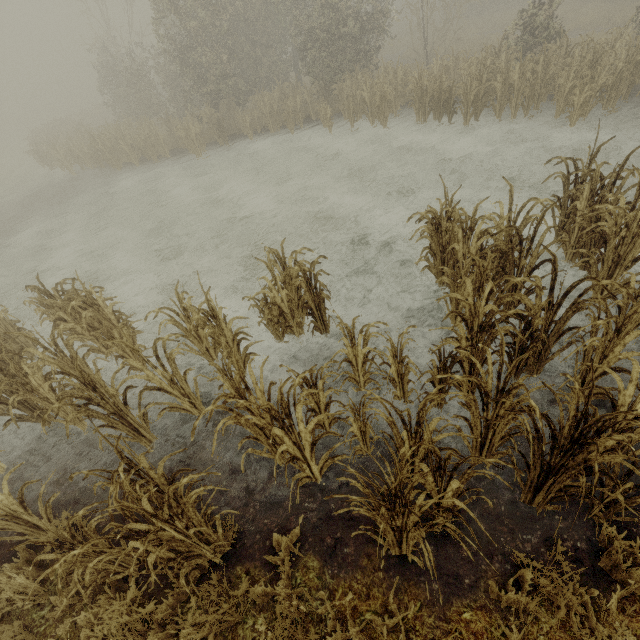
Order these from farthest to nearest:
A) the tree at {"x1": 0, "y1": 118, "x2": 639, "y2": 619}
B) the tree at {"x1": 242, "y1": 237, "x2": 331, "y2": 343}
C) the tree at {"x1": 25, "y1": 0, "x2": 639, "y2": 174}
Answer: the tree at {"x1": 25, "y1": 0, "x2": 639, "y2": 174} < the tree at {"x1": 242, "y1": 237, "x2": 331, "y2": 343} < the tree at {"x1": 0, "y1": 118, "x2": 639, "y2": 619}

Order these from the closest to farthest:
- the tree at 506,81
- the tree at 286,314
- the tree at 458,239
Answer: the tree at 458,239, the tree at 286,314, the tree at 506,81

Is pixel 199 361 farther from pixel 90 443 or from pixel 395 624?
pixel 395 624

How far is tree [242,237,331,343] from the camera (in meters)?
4.99

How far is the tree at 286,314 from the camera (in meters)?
4.99

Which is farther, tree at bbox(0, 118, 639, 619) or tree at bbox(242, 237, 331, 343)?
tree at bbox(242, 237, 331, 343)

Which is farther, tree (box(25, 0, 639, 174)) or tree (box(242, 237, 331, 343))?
tree (box(25, 0, 639, 174))
